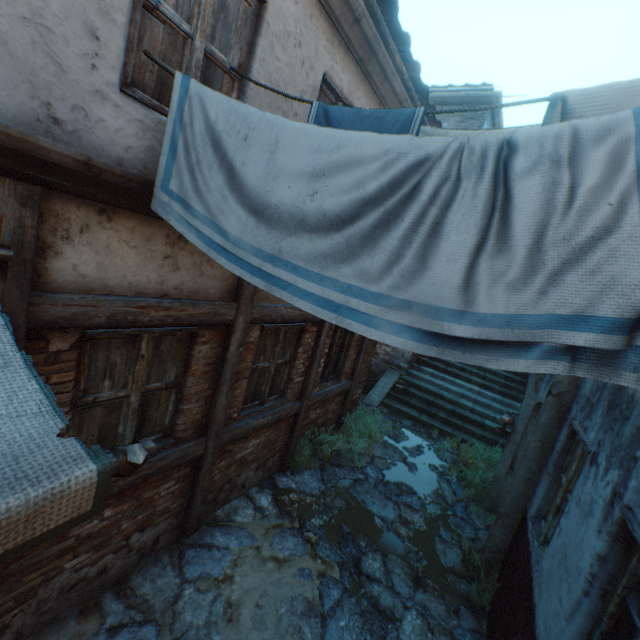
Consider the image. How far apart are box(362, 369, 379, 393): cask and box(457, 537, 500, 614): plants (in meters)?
5.73

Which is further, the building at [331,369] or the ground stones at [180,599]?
the building at [331,369]

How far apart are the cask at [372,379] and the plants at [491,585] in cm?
573

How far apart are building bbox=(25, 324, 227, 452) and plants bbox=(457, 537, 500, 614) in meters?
4.1 m

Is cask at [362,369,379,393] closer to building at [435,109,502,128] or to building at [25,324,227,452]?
building at [435,109,502,128]

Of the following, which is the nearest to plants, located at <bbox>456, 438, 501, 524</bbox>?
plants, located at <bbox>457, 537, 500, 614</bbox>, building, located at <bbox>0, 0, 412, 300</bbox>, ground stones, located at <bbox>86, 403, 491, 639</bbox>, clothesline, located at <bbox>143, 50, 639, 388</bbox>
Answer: ground stones, located at <bbox>86, 403, 491, 639</bbox>

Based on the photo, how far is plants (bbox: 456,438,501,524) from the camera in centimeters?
615cm

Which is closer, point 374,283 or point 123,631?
point 374,283
